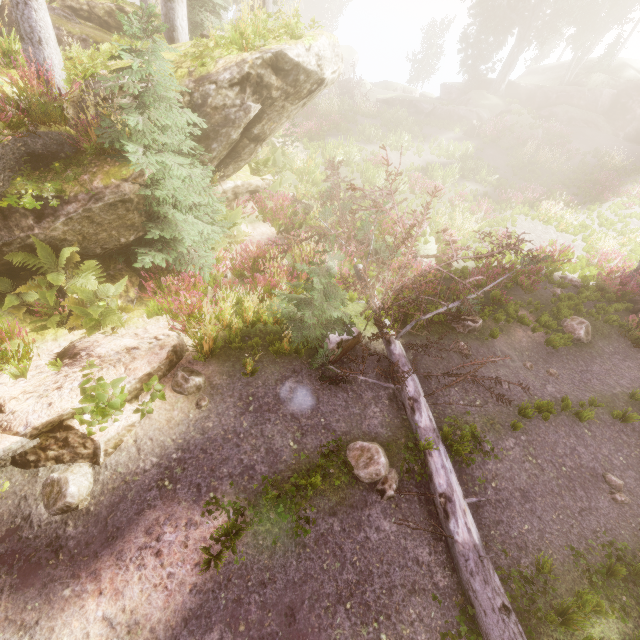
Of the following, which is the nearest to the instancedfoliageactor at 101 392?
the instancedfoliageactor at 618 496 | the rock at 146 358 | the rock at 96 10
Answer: the rock at 96 10

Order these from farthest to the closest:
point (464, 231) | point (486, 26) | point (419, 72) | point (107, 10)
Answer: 1. point (419, 72)
2. point (486, 26)
3. point (464, 231)
4. point (107, 10)

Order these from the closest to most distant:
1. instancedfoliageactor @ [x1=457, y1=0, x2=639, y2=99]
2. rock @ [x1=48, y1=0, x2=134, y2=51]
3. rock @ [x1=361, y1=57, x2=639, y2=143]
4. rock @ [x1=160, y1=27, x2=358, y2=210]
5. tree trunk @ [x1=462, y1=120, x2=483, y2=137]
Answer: rock @ [x1=160, y1=27, x2=358, y2=210] < rock @ [x1=48, y1=0, x2=134, y2=51] < tree trunk @ [x1=462, y1=120, x2=483, y2=137] < instancedfoliageactor @ [x1=457, y1=0, x2=639, y2=99] < rock @ [x1=361, y1=57, x2=639, y2=143]

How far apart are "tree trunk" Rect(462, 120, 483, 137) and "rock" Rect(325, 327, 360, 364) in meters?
22.3 m

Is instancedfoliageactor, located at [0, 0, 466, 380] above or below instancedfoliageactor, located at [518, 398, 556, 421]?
above

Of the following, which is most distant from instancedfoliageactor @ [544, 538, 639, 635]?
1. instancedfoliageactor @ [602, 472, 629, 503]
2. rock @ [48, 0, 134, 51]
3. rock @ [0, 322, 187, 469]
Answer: instancedfoliageactor @ [602, 472, 629, 503]

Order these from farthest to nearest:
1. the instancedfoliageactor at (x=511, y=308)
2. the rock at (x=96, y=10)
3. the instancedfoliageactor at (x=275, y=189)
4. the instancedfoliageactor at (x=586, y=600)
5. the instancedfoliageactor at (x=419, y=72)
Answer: the instancedfoliageactor at (x=419, y=72), the instancedfoliageactor at (x=511, y=308), the rock at (x=96, y=10), the instancedfoliageactor at (x=275, y=189), the instancedfoliageactor at (x=586, y=600)

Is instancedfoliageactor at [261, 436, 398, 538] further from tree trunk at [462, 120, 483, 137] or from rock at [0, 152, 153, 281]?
tree trunk at [462, 120, 483, 137]
